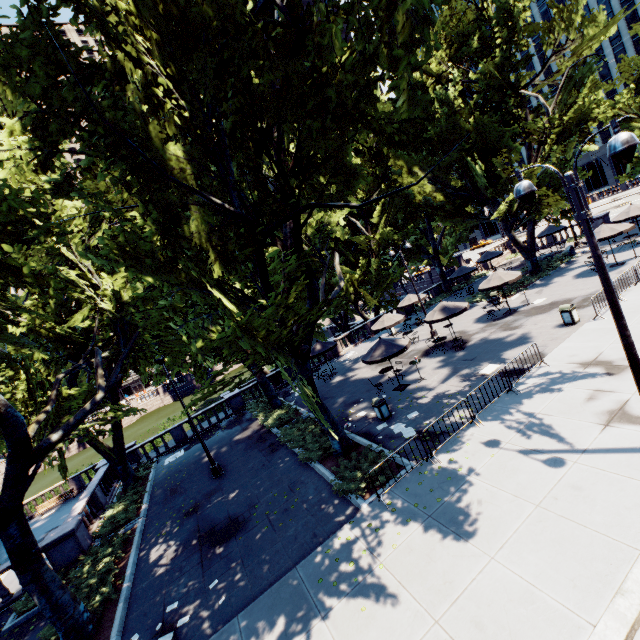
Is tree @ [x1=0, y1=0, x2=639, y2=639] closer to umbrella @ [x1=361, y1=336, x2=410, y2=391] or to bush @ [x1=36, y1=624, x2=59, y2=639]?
bush @ [x1=36, y1=624, x2=59, y2=639]

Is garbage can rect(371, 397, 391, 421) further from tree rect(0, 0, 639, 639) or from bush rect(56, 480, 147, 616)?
bush rect(56, 480, 147, 616)

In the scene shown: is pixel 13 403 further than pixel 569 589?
Yes

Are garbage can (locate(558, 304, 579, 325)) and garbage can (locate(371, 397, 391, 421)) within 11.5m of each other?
yes

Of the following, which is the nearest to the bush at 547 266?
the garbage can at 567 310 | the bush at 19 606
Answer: the garbage can at 567 310

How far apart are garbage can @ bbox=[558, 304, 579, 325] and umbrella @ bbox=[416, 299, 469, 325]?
4.30m

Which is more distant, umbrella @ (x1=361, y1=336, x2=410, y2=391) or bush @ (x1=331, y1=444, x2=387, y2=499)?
umbrella @ (x1=361, y1=336, x2=410, y2=391)

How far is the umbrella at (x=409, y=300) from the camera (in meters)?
28.41
